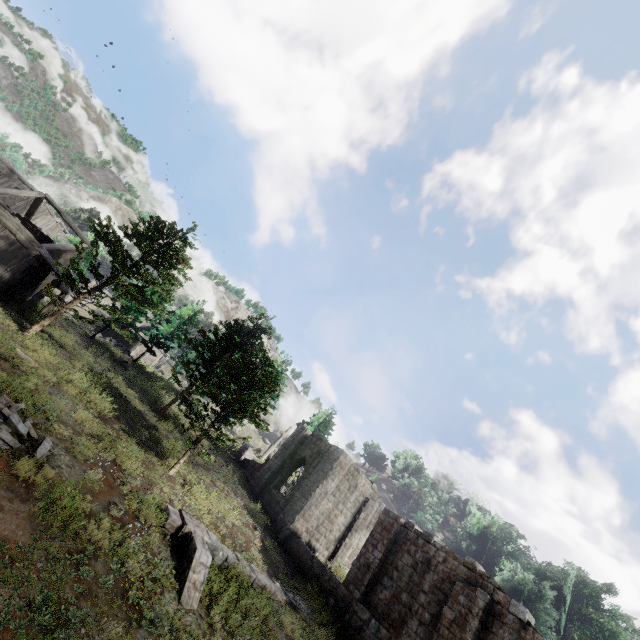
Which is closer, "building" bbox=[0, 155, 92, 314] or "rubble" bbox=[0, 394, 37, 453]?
"rubble" bbox=[0, 394, 37, 453]

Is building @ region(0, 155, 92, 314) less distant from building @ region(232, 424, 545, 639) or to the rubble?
building @ region(232, 424, 545, 639)

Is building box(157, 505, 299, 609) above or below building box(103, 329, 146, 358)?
below

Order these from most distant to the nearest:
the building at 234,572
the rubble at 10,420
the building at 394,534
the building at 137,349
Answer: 1. the building at 137,349
2. the building at 394,534
3. the building at 234,572
4. the rubble at 10,420

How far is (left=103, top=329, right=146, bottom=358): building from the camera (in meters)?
44.56

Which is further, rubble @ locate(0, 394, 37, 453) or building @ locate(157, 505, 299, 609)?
building @ locate(157, 505, 299, 609)

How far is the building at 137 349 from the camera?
44.6 meters

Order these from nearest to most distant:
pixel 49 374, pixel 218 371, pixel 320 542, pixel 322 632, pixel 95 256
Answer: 1. pixel 322 632
2. pixel 49 374
3. pixel 95 256
4. pixel 320 542
5. pixel 218 371
